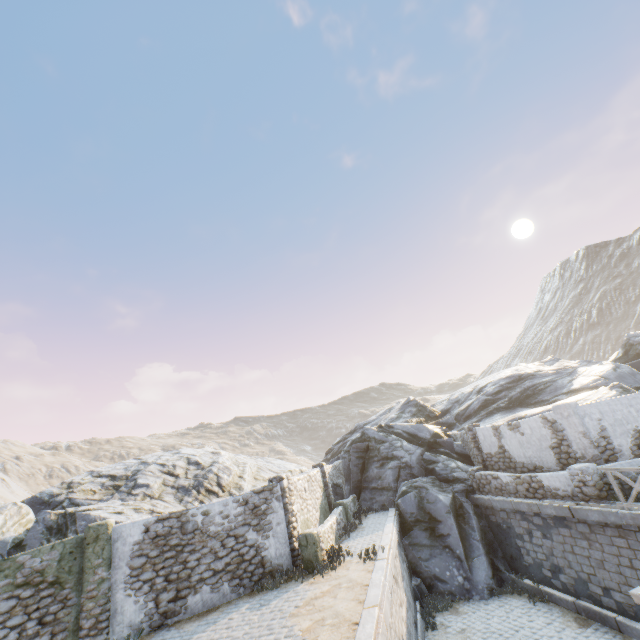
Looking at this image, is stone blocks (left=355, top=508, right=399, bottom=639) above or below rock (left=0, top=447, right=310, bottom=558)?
below

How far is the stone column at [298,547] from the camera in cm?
1109

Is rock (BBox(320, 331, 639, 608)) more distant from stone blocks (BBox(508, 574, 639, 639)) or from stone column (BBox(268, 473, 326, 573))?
stone column (BBox(268, 473, 326, 573))

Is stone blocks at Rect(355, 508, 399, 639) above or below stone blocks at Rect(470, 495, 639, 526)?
above

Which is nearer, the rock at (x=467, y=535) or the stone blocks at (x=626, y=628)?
the stone blocks at (x=626, y=628)

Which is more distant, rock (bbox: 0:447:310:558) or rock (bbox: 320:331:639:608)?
rock (bbox: 320:331:639:608)

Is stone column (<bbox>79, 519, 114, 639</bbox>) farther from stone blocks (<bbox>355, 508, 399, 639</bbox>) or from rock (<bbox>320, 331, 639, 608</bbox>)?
rock (<bbox>320, 331, 639, 608</bbox>)

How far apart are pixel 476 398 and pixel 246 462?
19.53m
